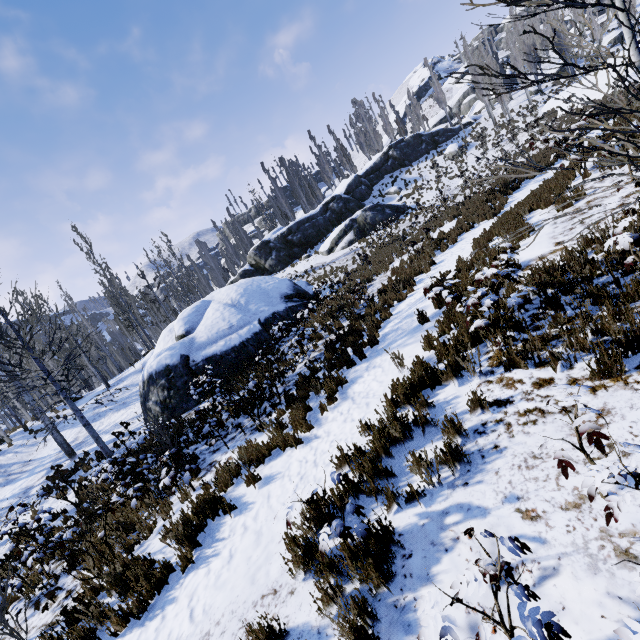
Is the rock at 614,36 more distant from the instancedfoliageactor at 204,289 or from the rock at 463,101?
the rock at 463,101

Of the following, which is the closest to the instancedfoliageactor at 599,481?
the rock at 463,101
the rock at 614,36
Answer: the rock at 614,36

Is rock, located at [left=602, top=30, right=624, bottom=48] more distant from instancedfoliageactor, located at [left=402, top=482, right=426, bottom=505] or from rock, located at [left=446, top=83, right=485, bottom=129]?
rock, located at [left=446, top=83, right=485, bottom=129]

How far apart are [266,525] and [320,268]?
23.1m

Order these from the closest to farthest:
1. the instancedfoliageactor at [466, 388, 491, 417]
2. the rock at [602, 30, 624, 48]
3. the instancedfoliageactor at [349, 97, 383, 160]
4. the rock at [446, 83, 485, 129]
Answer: the instancedfoliageactor at [466, 388, 491, 417], the rock at [602, 30, 624, 48], the rock at [446, 83, 485, 129], the instancedfoliageactor at [349, 97, 383, 160]

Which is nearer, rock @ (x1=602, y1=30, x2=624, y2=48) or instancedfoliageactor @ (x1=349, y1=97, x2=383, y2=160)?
rock @ (x1=602, y1=30, x2=624, y2=48)
